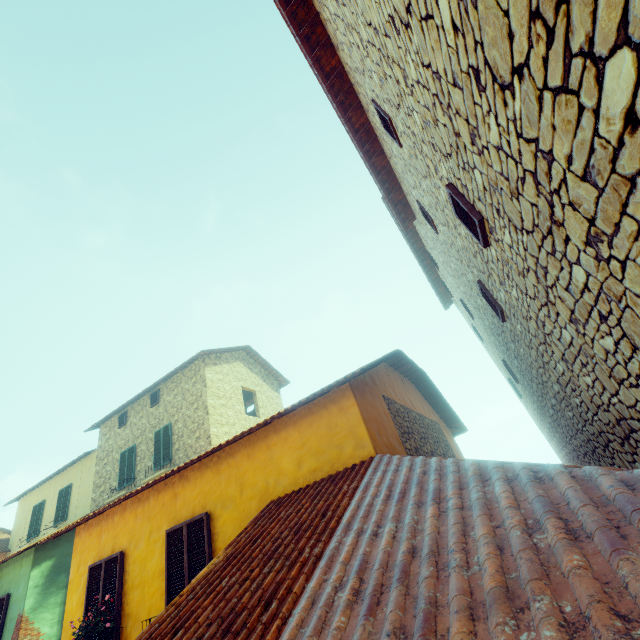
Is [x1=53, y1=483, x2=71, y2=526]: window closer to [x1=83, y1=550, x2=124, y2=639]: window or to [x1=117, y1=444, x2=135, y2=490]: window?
[x1=117, y1=444, x2=135, y2=490]: window

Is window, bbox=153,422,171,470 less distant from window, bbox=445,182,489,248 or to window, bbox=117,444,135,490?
window, bbox=117,444,135,490

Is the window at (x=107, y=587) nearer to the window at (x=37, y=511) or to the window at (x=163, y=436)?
the window at (x=37, y=511)

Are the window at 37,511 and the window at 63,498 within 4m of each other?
yes

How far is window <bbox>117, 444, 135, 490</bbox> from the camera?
14.09m

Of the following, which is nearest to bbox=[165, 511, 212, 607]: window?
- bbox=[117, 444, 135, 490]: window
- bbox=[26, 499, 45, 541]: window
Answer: bbox=[26, 499, 45, 541]: window

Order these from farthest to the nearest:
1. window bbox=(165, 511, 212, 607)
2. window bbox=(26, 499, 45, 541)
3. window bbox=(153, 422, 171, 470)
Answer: window bbox=(26, 499, 45, 541) → window bbox=(153, 422, 171, 470) → window bbox=(165, 511, 212, 607)

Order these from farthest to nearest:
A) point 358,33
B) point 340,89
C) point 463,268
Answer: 1. point 463,268
2. point 340,89
3. point 358,33
